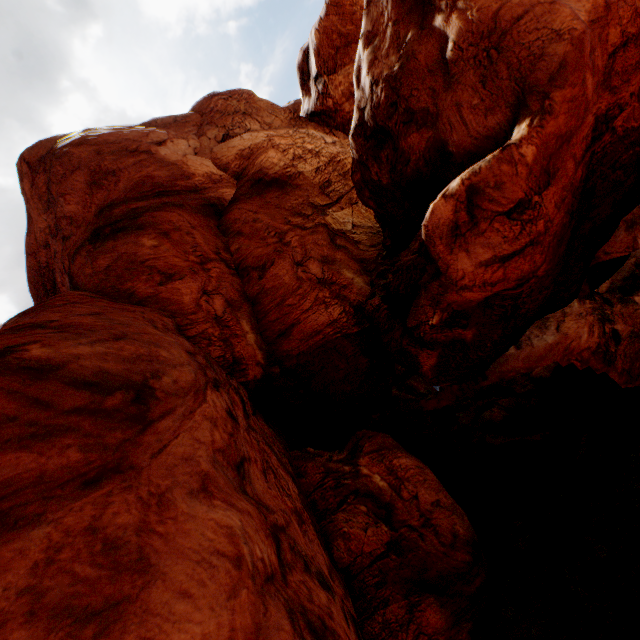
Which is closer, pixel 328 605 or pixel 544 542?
pixel 328 605
